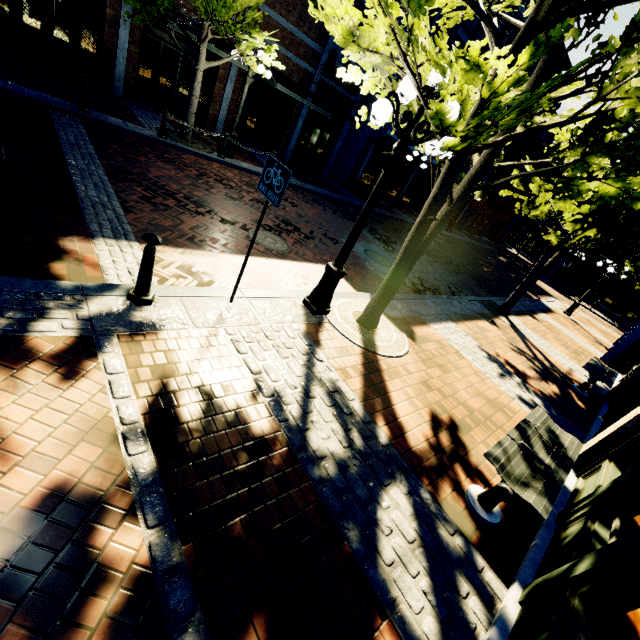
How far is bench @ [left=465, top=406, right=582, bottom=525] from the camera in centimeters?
331cm

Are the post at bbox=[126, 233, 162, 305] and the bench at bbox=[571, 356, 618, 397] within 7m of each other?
no

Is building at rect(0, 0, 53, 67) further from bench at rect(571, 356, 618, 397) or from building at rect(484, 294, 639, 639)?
bench at rect(571, 356, 618, 397)

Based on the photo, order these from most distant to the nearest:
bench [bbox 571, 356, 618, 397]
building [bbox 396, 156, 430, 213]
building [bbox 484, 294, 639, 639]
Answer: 1. building [bbox 396, 156, 430, 213]
2. bench [bbox 571, 356, 618, 397]
3. building [bbox 484, 294, 639, 639]

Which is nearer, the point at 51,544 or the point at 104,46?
the point at 51,544

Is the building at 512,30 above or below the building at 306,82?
above

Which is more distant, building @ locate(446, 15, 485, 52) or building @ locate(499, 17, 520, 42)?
building @ locate(499, 17, 520, 42)

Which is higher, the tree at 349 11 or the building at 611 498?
the tree at 349 11
